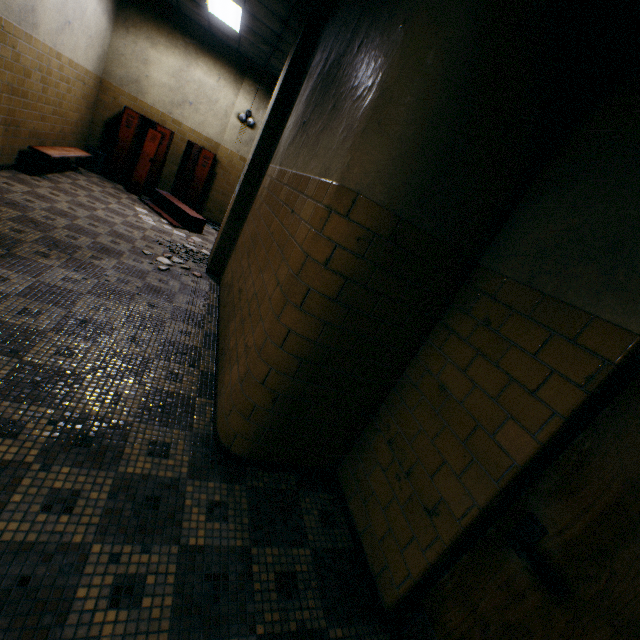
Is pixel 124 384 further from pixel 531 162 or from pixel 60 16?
pixel 60 16

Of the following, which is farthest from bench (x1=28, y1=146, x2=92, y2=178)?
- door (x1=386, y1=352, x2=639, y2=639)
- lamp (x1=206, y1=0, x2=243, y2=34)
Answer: door (x1=386, y1=352, x2=639, y2=639)

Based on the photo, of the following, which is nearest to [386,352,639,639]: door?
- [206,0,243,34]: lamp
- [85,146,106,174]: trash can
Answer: [206,0,243,34]: lamp

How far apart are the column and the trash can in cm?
430

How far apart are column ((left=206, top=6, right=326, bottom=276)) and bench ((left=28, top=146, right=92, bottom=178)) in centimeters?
305cm

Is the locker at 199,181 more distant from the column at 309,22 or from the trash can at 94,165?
the column at 309,22

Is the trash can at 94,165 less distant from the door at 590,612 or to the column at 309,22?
the column at 309,22

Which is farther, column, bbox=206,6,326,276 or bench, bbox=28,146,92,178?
bench, bbox=28,146,92,178
